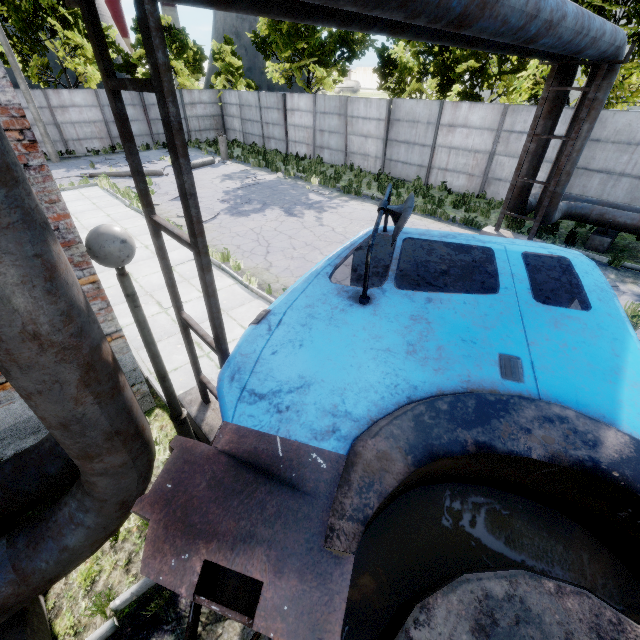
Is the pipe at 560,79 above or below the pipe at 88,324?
above

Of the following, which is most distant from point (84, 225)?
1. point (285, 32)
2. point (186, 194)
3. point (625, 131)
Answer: point (625, 131)

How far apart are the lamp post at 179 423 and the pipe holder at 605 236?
12.96m

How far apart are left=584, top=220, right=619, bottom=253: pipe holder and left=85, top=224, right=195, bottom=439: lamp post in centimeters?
1296cm

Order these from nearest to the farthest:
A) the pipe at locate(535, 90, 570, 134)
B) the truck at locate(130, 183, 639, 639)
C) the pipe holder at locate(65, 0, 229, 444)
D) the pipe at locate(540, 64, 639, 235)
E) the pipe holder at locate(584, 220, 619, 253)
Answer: the truck at locate(130, 183, 639, 639), the pipe holder at locate(65, 0, 229, 444), the pipe at locate(540, 64, 639, 235), the pipe at locate(535, 90, 570, 134), the pipe holder at locate(584, 220, 619, 253)

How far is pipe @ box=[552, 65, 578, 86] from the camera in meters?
7.9 m

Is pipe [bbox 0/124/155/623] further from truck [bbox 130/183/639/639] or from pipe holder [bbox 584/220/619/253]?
truck [bbox 130/183/639/639]
